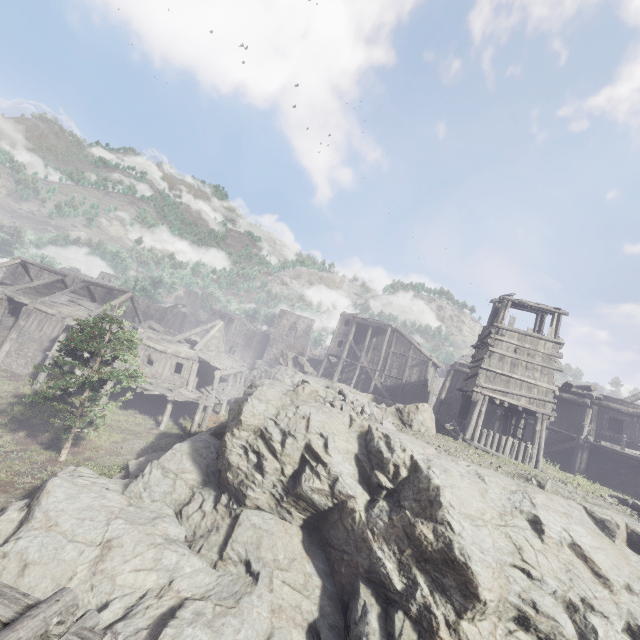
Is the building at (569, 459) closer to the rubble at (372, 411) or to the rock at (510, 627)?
the rock at (510, 627)

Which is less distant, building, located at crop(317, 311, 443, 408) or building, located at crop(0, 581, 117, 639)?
building, located at crop(0, 581, 117, 639)

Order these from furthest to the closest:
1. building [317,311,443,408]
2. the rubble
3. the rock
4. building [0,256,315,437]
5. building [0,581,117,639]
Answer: building [317,311,443,408]
building [0,256,315,437]
the rubble
the rock
building [0,581,117,639]

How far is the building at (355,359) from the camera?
36.50m

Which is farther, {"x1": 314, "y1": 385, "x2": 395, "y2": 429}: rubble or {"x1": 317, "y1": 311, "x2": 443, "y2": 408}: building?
{"x1": 317, "y1": 311, "x2": 443, "y2": 408}: building

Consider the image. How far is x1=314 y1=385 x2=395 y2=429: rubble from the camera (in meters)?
13.54

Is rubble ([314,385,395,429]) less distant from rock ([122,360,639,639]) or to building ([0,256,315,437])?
rock ([122,360,639,639])

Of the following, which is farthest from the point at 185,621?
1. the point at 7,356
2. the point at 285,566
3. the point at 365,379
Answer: the point at 365,379
